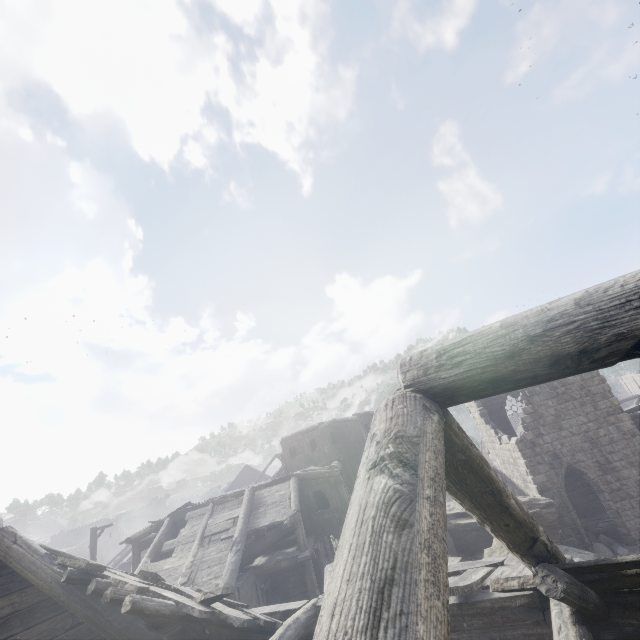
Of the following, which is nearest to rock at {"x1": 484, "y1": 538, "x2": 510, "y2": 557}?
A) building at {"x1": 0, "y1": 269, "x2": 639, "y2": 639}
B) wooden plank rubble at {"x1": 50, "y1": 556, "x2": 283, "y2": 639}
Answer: building at {"x1": 0, "y1": 269, "x2": 639, "y2": 639}

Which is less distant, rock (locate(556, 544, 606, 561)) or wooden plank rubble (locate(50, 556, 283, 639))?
wooden plank rubble (locate(50, 556, 283, 639))

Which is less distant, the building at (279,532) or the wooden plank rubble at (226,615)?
the building at (279,532)

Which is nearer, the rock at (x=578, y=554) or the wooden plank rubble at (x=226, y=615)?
the wooden plank rubble at (x=226, y=615)

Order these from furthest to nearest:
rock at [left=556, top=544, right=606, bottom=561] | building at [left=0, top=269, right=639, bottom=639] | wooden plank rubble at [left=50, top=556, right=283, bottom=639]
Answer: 1. rock at [left=556, top=544, right=606, bottom=561]
2. wooden plank rubble at [left=50, top=556, right=283, bottom=639]
3. building at [left=0, top=269, right=639, bottom=639]

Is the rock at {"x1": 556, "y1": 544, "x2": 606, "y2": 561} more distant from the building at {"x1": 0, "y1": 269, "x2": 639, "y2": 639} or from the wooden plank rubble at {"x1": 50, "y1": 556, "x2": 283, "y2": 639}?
the wooden plank rubble at {"x1": 50, "y1": 556, "x2": 283, "y2": 639}

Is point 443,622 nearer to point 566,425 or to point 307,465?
point 566,425
